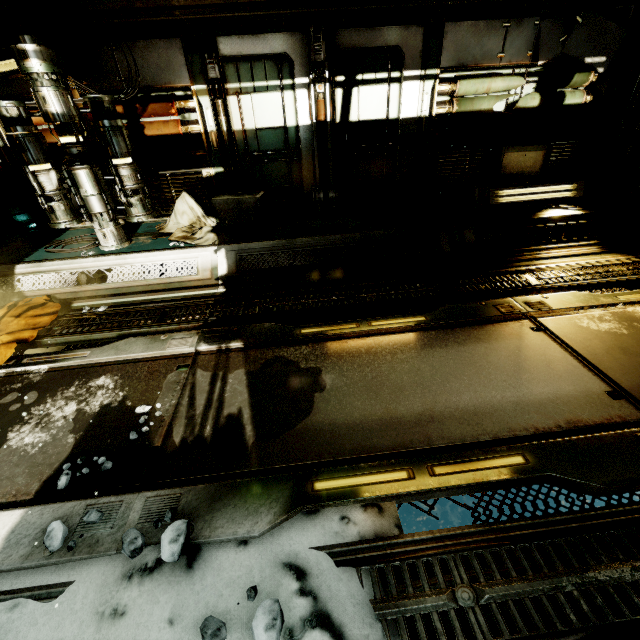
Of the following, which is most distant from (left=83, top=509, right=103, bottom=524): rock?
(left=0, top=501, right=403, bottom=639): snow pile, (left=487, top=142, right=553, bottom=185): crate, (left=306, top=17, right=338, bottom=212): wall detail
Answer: (left=487, top=142, right=553, bottom=185): crate

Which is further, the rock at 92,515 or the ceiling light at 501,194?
the ceiling light at 501,194

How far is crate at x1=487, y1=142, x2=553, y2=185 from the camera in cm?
526

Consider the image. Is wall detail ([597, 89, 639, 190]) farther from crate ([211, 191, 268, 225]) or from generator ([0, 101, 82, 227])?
generator ([0, 101, 82, 227])

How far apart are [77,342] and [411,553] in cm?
396

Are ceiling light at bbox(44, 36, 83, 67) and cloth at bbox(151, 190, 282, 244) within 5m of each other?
yes

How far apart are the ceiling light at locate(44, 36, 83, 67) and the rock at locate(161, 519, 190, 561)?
6.0m

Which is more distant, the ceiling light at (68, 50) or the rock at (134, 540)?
the ceiling light at (68, 50)
